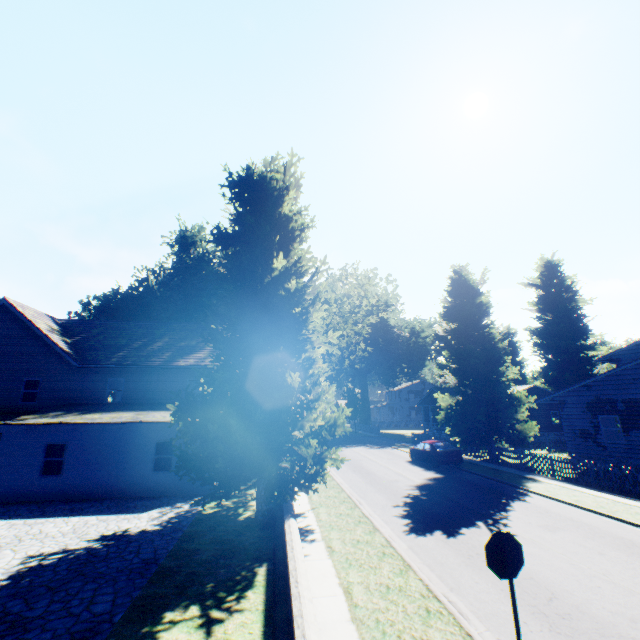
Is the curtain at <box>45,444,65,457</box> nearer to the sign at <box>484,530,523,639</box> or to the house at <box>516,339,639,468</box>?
the sign at <box>484,530,523,639</box>

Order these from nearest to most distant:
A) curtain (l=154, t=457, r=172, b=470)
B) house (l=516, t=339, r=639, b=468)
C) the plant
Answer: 1. the plant
2. curtain (l=154, t=457, r=172, b=470)
3. house (l=516, t=339, r=639, b=468)

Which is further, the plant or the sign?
the plant

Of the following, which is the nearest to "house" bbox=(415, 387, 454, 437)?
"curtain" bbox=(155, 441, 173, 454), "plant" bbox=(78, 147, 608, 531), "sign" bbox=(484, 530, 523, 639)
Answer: "plant" bbox=(78, 147, 608, 531)

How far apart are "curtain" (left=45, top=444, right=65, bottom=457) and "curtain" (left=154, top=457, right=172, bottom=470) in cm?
411

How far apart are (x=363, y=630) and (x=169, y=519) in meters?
9.3 m

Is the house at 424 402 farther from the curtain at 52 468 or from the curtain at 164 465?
the curtain at 52 468

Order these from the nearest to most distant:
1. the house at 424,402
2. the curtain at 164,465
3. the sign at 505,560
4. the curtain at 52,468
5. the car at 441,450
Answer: the sign at 505,560 → the curtain at 52,468 → the curtain at 164,465 → the car at 441,450 → the house at 424,402
